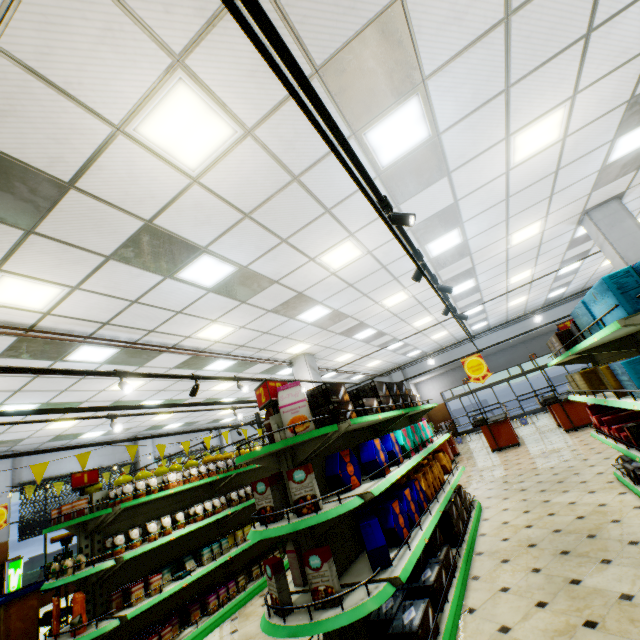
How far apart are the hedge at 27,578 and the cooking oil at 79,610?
10.5 meters

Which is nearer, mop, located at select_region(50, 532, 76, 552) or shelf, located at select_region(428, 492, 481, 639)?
shelf, located at select_region(428, 492, 481, 639)

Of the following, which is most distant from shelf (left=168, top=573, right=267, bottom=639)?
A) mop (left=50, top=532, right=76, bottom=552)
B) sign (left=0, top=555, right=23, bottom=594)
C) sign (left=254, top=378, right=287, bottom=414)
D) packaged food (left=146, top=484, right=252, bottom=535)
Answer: sign (left=0, top=555, right=23, bottom=594)

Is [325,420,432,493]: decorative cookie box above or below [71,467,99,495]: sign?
below

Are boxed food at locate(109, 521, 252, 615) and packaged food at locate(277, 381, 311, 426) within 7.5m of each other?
yes

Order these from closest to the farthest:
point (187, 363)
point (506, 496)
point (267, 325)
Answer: point (506, 496) → point (267, 325) → point (187, 363)

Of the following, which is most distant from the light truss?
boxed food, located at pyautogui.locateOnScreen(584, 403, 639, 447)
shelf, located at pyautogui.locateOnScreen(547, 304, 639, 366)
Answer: boxed food, located at pyautogui.locateOnScreen(584, 403, 639, 447)

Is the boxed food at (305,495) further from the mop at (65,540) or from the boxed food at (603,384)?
the mop at (65,540)
